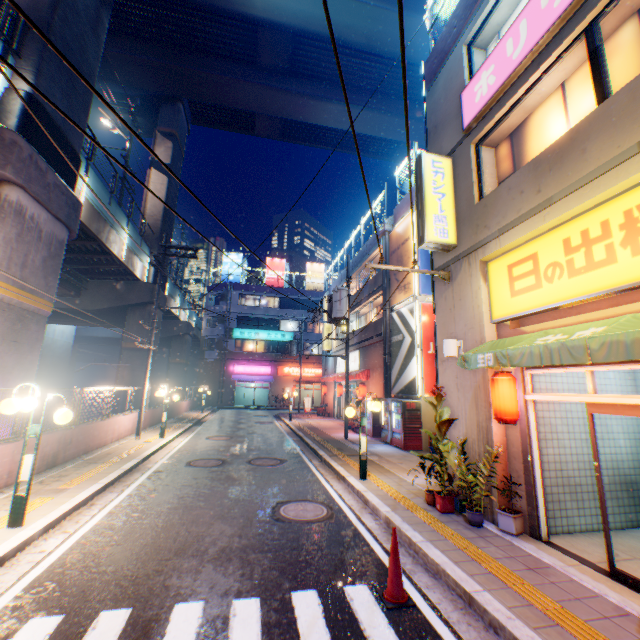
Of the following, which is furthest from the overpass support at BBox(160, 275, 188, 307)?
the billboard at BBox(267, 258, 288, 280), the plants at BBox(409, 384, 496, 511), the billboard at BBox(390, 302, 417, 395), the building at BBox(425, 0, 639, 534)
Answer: the billboard at BBox(390, 302, 417, 395)

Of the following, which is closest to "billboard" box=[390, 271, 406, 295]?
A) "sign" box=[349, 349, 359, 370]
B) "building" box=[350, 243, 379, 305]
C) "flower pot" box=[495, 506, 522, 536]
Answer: "building" box=[350, 243, 379, 305]

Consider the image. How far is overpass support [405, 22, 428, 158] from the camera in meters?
20.4

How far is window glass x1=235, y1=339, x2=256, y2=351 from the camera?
41.31m

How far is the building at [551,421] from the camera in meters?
6.0 m

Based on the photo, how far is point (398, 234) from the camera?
17.20m

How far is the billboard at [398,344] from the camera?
14.67m

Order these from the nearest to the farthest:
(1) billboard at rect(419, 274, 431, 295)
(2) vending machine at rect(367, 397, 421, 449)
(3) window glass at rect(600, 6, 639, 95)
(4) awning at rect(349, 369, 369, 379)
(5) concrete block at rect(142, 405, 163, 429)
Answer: (3) window glass at rect(600, 6, 639, 95), (2) vending machine at rect(367, 397, 421, 449), (1) billboard at rect(419, 274, 431, 295), (5) concrete block at rect(142, 405, 163, 429), (4) awning at rect(349, 369, 369, 379)
